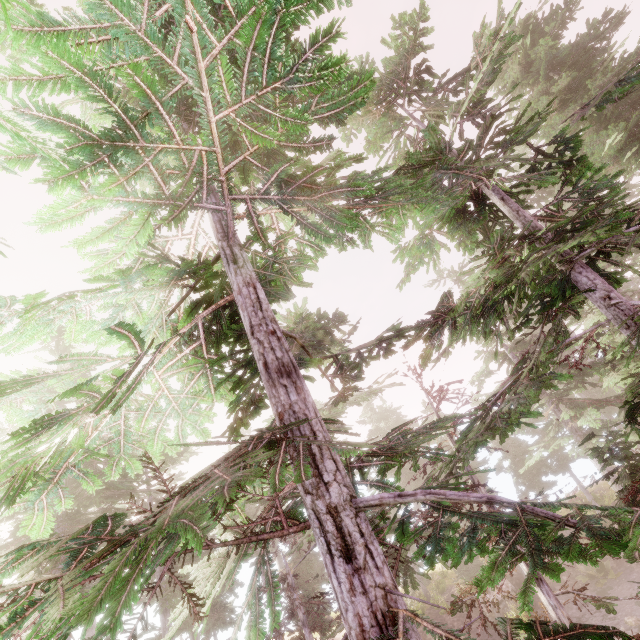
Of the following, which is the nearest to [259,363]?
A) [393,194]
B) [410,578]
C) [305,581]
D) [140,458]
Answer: [393,194]
